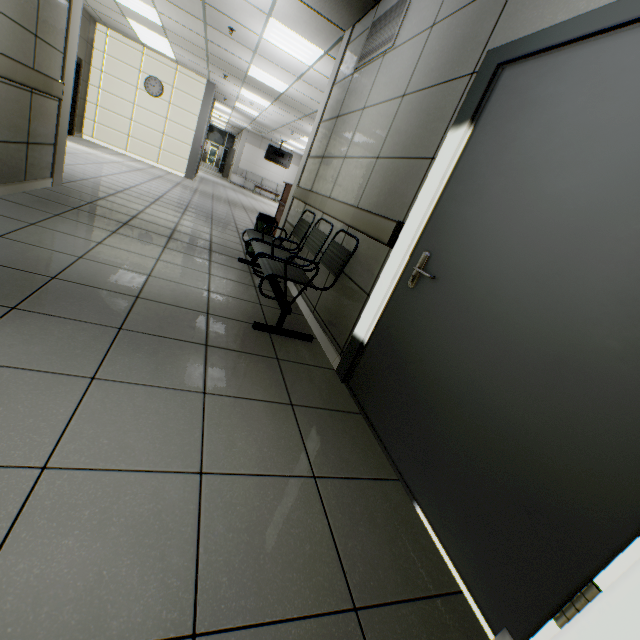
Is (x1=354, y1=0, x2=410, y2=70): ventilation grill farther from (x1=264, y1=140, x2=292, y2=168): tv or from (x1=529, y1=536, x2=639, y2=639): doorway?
(x1=264, y1=140, x2=292, y2=168): tv

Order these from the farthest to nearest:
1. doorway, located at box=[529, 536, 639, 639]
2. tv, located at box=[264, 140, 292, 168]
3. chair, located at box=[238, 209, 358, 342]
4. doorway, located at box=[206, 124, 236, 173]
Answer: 1. doorway, located at box=[206, 124, 236, 173]
2. tv, located at box=[264, 140, 292, 168]
3. chair, located at box=[238, 209, 358, 342]
4. doorway, located at box=[529, 536, 639, 639]

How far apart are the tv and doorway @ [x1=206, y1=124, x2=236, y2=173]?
10.4m

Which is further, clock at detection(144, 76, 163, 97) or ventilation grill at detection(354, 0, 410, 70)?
clock at detection(144, 76, 163, 97)

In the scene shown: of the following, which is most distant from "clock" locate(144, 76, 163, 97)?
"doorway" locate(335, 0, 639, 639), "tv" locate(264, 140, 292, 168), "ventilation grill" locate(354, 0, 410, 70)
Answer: "doorway" locate(335, 0, 639, 639)

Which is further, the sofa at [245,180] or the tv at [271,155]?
the sofa at [245,180]

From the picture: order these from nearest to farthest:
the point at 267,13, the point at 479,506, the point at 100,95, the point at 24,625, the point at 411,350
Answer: the point at 24,625 → the point at 479,506 → the point at 411,350 → the point at 267,13 → the point at 100,95

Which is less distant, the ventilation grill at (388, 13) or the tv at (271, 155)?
the ventilation grill at (388, 13)
